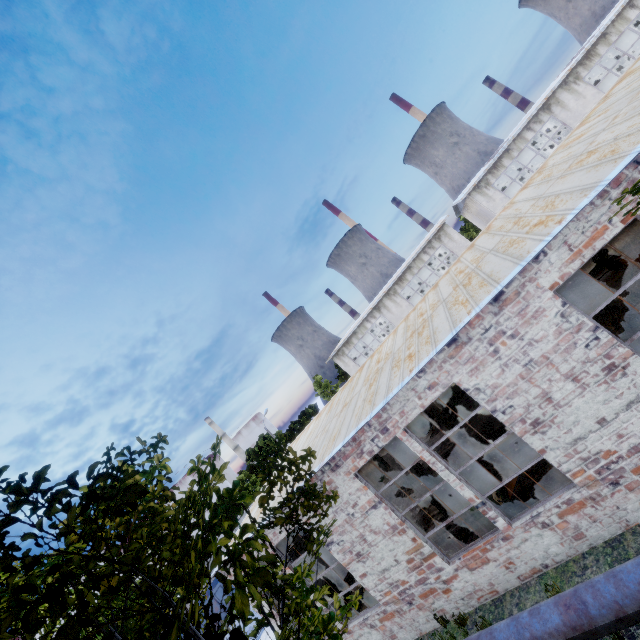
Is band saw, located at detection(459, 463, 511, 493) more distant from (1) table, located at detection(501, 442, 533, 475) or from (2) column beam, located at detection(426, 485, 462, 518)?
(2) column beam, located at detection(426, 485, 462, 518)

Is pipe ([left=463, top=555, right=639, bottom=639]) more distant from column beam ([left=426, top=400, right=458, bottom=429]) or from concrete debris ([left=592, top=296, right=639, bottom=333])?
concrete debris ([left=592, top=296, right=639, bottom=333])

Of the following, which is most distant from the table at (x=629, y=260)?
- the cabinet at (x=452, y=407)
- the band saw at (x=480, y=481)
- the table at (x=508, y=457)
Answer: the band saw at (x=480, y=481)

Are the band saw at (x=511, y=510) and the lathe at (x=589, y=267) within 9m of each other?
no

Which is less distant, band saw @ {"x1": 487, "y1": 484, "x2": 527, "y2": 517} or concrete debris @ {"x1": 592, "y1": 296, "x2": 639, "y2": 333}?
band saw @ {"x1": 487, "y1": 484, "x2": 527, "y2": 517}

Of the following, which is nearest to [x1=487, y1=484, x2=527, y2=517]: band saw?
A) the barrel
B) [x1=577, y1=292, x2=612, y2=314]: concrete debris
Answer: [x1=577, y1=292, x2=612, y2=314]: concrete debris

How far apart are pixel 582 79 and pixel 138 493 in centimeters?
3245cm

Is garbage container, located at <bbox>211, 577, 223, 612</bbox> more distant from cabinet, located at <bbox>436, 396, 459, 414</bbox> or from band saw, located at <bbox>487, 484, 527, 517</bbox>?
band saw, located at <bbox>487, 484, 527, 517</bbox>
